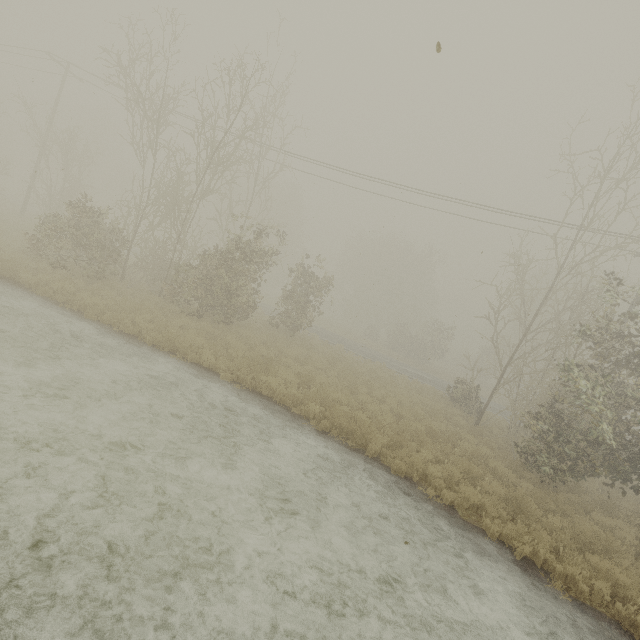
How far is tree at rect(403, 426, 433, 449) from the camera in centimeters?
1039cm

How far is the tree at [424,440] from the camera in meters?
10.4

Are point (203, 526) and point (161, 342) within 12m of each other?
yes
